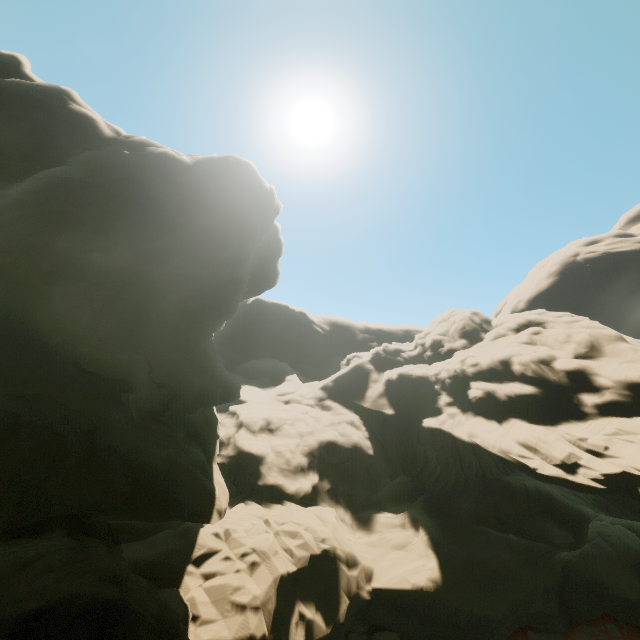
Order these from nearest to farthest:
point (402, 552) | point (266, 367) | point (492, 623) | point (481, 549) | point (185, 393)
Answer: point (185, 393) → point (492, 623) → point (402, 552) → point (481, 549) → point (266, 367)
